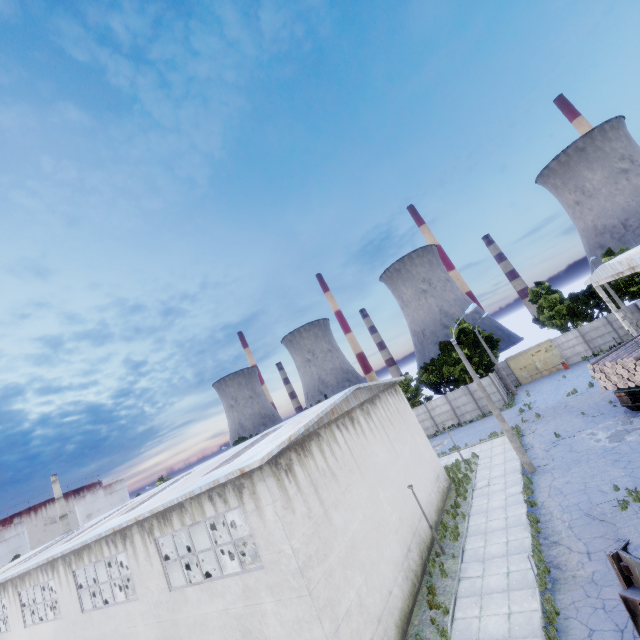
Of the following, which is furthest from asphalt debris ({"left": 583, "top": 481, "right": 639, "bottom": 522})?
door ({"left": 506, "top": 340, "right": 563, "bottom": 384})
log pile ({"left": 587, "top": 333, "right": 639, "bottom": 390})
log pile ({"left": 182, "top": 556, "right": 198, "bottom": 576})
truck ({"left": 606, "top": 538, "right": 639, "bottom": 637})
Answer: log pile ({"left": 182, "top": 556, "right": 198, "bottom": 576})

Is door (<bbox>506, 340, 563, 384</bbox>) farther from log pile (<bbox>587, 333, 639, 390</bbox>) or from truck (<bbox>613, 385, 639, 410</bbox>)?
log pile (<bbox>587, 333, 639, 390</bbox>)

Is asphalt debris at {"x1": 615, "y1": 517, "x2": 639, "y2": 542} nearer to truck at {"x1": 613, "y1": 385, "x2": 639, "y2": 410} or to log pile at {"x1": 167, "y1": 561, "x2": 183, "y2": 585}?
truck at {"x1": 613, "y1": 385, "x2": 639, "y2": 410}

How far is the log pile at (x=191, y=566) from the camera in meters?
31.8 m

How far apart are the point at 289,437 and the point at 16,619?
24.86m

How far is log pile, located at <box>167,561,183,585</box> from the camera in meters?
30.5

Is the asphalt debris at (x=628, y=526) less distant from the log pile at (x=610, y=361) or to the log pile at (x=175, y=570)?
the log pile at (x=610, y=361)

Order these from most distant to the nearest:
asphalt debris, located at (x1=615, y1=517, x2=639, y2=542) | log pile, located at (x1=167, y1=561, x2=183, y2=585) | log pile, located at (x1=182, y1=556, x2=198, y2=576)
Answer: log pile, located at (x1=182, y1=556, x2=198, y2=576), log pile, located at (x1=167, y1=561, x2=183, y2=585), asphalt debris, located at (x1=615, y1=517, x2=639, y2=542)
